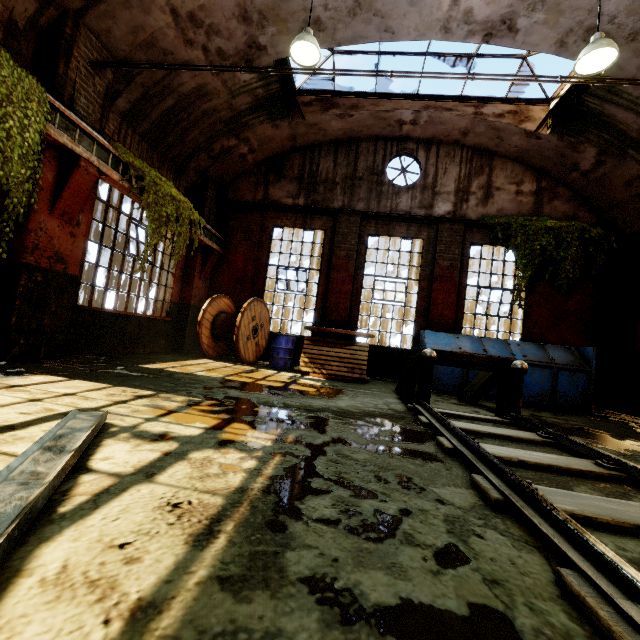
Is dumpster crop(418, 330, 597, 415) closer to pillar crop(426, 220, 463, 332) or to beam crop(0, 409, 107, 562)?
pillar crop(426, 220, 463, 332)

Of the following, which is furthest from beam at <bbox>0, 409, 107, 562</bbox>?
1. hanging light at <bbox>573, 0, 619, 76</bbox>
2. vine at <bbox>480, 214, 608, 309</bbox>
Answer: vine at <bbox>480, 214, 608, 309</bbox>

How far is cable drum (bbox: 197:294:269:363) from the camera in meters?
8.6 m

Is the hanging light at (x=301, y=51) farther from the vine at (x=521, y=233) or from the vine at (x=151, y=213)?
the vine at (x=521, y=233)

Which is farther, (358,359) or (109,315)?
(358,359)

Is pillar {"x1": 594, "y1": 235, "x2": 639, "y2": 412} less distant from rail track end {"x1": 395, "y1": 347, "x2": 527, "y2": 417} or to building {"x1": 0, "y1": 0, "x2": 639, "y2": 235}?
building {"x1": 0, "y1": 0, "x2": 639, "y2": 235}

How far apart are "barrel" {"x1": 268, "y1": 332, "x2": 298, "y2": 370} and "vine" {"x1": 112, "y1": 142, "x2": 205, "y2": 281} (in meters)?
2.96

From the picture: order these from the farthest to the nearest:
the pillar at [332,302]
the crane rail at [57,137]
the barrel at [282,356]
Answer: the pillar at [332,302] < the barrel at [282,356] < the crane rail at [57,137]
